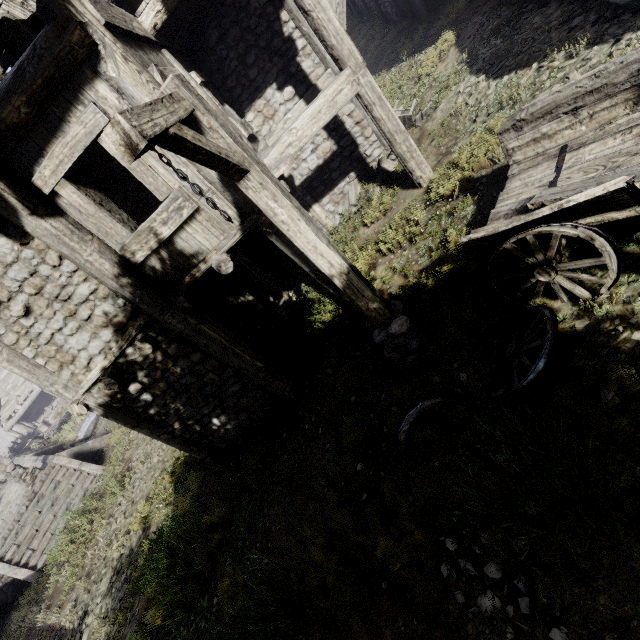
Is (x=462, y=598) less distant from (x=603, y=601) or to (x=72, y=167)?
(x=603, y=601)

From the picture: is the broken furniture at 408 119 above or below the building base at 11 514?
above

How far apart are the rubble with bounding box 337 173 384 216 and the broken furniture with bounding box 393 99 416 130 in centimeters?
124cm

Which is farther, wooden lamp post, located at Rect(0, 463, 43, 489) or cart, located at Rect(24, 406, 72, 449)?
cart, located at Rect(24, 406, 72, 449)

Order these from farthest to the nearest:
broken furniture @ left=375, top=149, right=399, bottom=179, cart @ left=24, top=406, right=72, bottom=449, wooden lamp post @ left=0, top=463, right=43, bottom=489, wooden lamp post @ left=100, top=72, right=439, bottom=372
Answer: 1. cart @ left=24, top=406, right=72, bottom=449
2. wooden lamp post @ left=0, top=463, right=43, bottom=489
3. broken furniture @ left=375, top=149, right=399, bottom=179
4. wooden lamp post @ left=100, top=72, right=439, bottom=372

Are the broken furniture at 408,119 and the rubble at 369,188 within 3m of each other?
yes

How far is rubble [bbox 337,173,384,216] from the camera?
8.47m

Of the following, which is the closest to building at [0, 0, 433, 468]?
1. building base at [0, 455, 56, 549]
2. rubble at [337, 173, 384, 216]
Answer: rubble at [337, 173, 384, 216]
